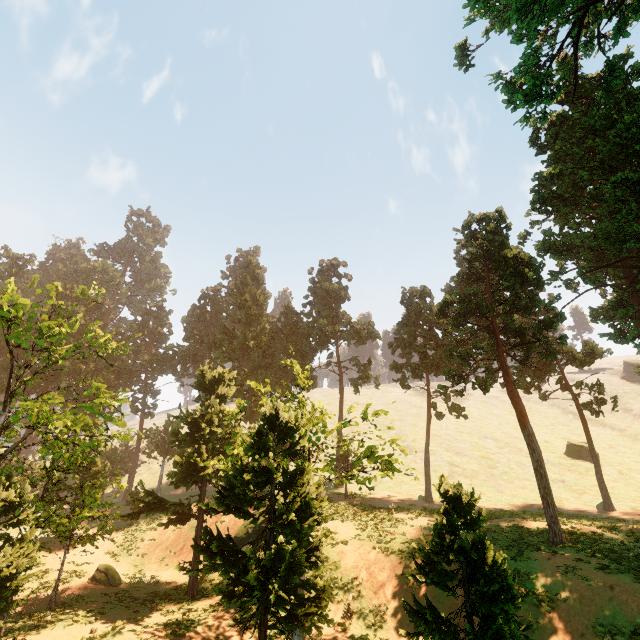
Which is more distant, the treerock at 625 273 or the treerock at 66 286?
the treerock at 625 273

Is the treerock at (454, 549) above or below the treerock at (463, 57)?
below

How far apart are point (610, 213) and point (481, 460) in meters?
35.2 m

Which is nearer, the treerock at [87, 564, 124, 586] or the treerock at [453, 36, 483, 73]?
the treerock at [87, 564, 124, 586]

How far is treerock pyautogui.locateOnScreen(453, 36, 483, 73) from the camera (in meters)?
25.28

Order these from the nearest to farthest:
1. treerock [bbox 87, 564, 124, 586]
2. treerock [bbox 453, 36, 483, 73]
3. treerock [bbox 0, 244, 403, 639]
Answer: treerock [bbox 0, 244, 403, 639] < treerock [bbox 87, 564, 124, 586] < treerock [bbox 453, 36, 483, 73]
